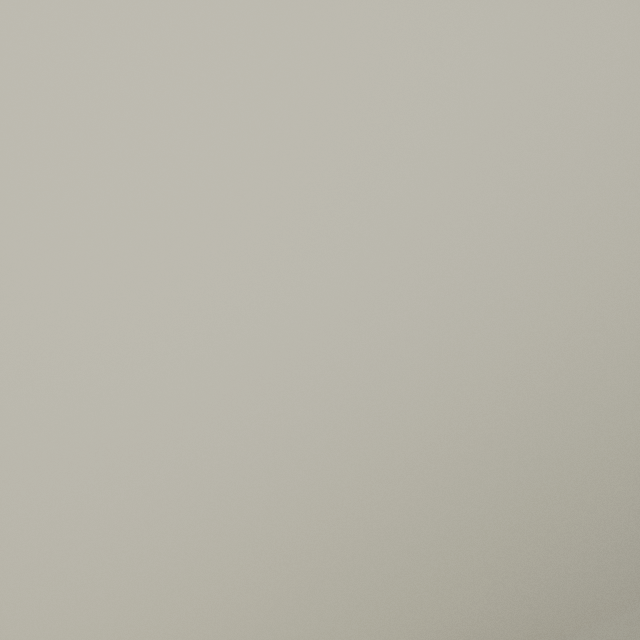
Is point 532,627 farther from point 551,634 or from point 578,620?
point 578,620
